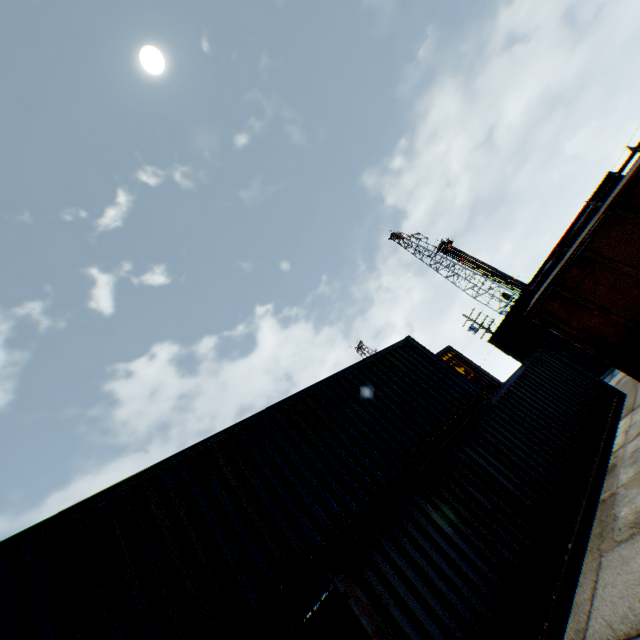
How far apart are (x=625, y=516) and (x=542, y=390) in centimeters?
489cm

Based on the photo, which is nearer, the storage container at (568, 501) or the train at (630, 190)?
the storage container at (568, 501)

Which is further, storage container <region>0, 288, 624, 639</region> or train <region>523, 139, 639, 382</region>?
train <region>523, 139, 639, 382</region>
